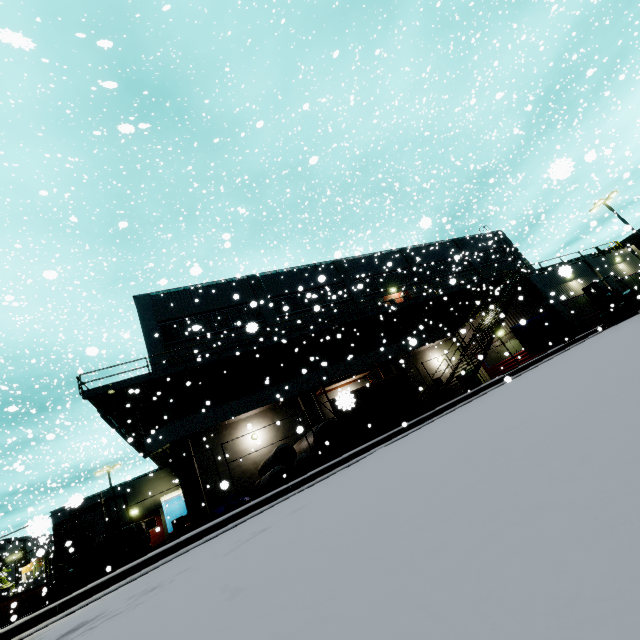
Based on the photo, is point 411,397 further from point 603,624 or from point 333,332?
point 603,624

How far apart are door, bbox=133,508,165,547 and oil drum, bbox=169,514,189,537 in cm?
616

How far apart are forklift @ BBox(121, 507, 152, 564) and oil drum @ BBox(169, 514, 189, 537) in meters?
6.9 m

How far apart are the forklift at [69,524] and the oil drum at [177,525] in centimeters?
688cm

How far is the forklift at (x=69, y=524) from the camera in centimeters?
993cm

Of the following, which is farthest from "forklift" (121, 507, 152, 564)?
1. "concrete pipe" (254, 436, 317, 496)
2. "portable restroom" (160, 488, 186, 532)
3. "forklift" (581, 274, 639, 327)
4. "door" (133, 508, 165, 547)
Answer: "forklift" (581, 274, 639, 327)

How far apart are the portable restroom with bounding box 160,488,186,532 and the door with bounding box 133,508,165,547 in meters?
0.8 m

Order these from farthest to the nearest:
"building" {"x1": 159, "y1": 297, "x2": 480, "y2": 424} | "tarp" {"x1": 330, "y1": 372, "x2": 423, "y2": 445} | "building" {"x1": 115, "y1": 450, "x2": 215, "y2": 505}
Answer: "building" {"x1": 159, "y1": 297, "x2": 480, "y2": 424} < "building" {"x1": 115, "y1": 450, "x2": 215, "y2": 505} < "tarp" {"x1": 330, "y1": 372, "x2": 423, "y2": 445}
